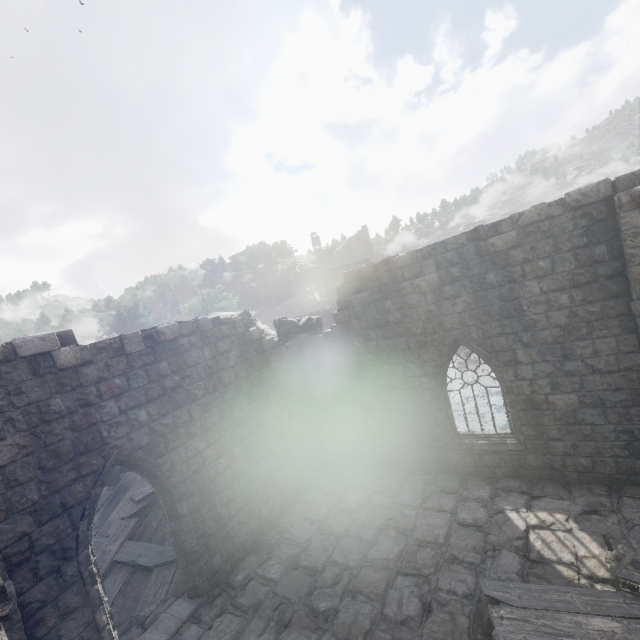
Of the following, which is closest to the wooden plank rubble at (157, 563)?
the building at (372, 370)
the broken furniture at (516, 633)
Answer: the building at (372, 370)

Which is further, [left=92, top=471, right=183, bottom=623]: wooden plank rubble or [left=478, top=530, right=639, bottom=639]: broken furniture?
[left=92, top=471, right=183, bottom=623]: wooden plank rubble

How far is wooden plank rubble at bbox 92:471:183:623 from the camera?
8.2 meters

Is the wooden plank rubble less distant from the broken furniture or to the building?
the building

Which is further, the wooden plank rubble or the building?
the wooden plank rubble

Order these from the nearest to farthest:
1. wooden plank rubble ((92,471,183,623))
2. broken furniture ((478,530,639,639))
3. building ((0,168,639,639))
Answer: broken furniture ((478,530,639,639)) < building ((0,168,639,639)) < wooden plank rubble ((92,471,183,623))

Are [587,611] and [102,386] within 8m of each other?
no

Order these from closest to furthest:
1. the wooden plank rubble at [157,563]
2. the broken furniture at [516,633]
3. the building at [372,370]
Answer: the broken furniture at [516,633] < the building at [372,370] < the wooden plank rubble at [157,563]
